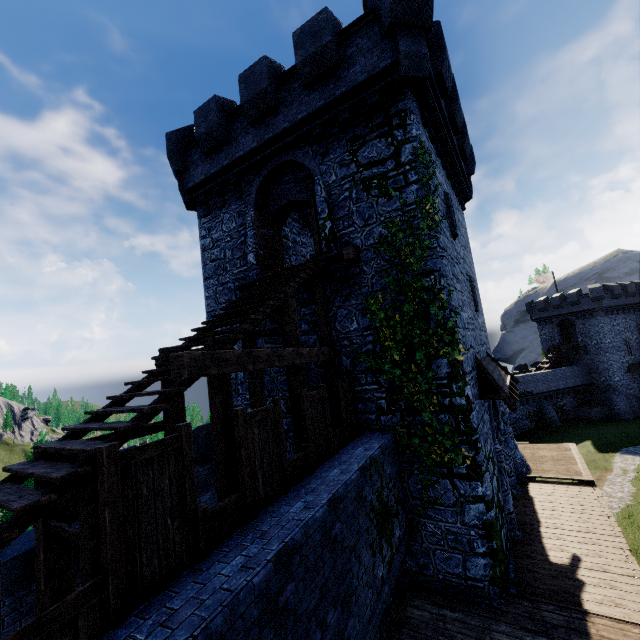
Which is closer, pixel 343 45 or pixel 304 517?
pixel 304 517

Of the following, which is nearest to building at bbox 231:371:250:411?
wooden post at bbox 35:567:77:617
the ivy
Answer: the ivy

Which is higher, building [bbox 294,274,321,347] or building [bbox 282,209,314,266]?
building [bbox 282,209,314,266]

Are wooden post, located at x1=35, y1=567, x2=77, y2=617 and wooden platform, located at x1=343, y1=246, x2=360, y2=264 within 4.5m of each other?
no

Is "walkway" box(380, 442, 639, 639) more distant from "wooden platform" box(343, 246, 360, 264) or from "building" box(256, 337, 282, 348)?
"wooden platform" box(343, 246, 360, 264)

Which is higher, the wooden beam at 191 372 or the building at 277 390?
the wooden beam at 191 372

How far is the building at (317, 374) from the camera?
10.5 meters

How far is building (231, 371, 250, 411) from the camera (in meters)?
12.26
